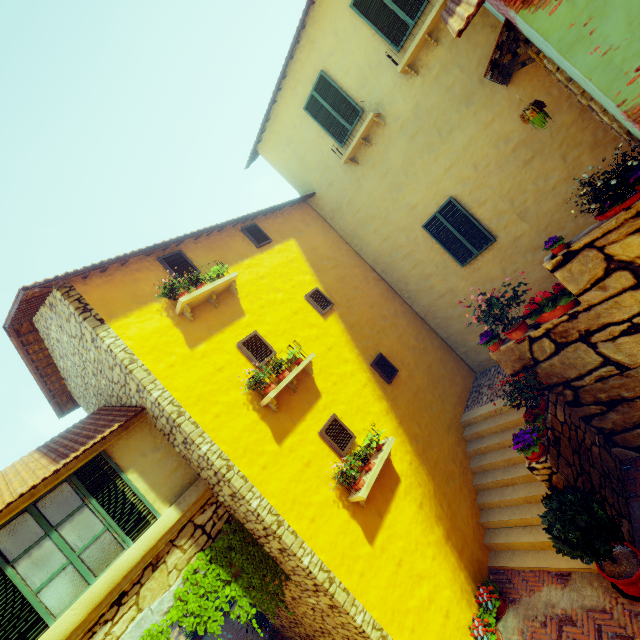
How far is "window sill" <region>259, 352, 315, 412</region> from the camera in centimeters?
611cm

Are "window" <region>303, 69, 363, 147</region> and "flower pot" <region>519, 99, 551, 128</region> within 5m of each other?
yes

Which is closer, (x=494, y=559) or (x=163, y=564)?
(x=163, y=564)

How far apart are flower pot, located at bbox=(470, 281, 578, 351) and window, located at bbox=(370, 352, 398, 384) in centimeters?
324cm

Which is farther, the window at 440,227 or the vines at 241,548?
the window at 440,227

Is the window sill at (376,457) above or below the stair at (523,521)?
above

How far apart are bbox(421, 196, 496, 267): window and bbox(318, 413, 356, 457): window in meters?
5.6

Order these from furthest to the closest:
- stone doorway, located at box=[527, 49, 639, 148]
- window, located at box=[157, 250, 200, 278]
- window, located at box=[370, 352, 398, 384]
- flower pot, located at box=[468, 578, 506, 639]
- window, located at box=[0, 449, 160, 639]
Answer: window, located at box=[370, 352, 398, 384] → window, located at box=[157, 250, 200, 278] → flower pot, located at box=[468, 578, 506, 639] → stone doorway, located at box=[527, 49, 639, 148] → window, located at box=[0, 449, 160, 639]
